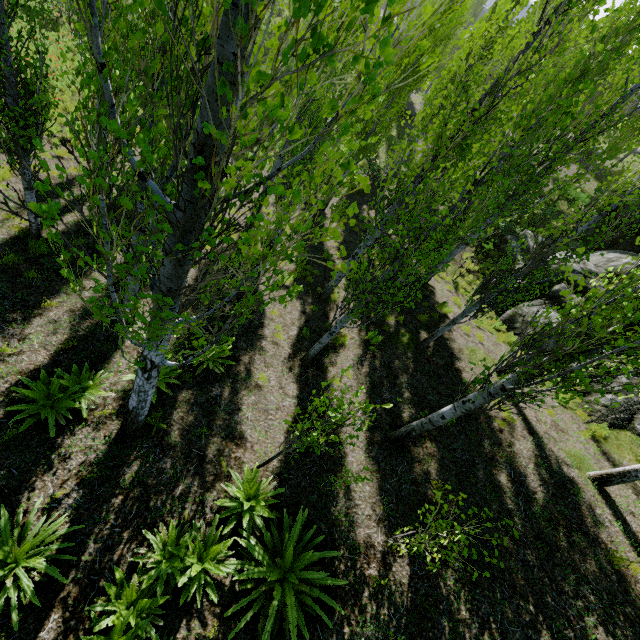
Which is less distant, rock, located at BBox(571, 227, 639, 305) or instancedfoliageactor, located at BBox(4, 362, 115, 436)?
instancedfoliageactor, located at BBox(4, 362, 115, 436)

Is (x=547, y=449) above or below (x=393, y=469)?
above

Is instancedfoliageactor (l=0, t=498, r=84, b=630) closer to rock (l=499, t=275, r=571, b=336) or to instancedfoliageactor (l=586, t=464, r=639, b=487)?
instancedfoliageactor (l=586, t=464, r=639, b=487)

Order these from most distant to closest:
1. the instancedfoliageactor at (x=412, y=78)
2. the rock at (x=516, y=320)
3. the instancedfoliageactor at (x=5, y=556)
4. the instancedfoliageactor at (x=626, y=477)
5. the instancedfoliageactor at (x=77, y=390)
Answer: the rock at (x=516, y=320), the instancedfoliageactor at (x=626, y=477), the instancedfoliageactor at (x=77, y=390), the instancedfoliageactor at (x=5, y=556), the instancedfoliageactor at (x=412, y=78)

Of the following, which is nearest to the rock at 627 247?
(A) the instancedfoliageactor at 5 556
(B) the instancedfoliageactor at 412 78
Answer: (B) the instancedfoliageactor at 412 78

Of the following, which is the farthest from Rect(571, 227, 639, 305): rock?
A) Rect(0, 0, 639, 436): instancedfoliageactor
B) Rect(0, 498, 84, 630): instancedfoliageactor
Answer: Rect(0, 498, 84, 630): instancedfoliageactor
